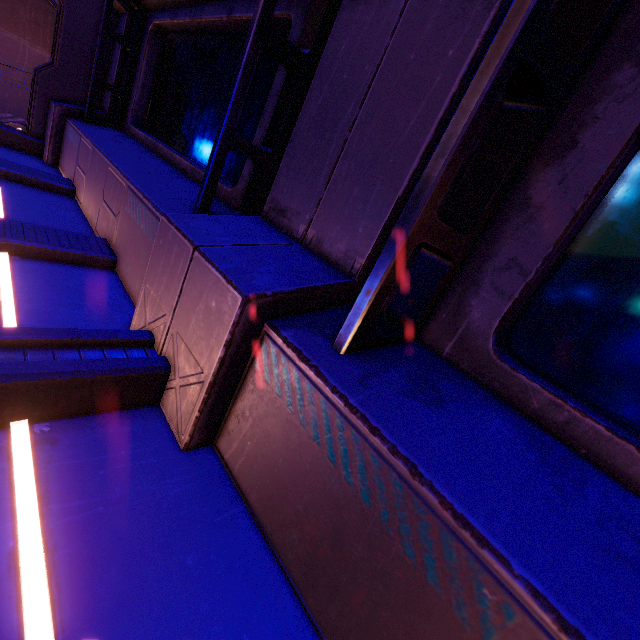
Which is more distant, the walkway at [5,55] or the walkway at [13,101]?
the walkway at [13,101]

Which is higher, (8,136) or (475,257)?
(475,257)

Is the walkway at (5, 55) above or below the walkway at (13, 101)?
above

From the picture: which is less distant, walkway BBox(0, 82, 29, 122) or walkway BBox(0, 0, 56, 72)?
walkway BBox(0, 0, 56, 72)

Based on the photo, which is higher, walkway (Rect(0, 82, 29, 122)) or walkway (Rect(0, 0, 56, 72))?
walkway (Rect(0, 0, 56, 72))
